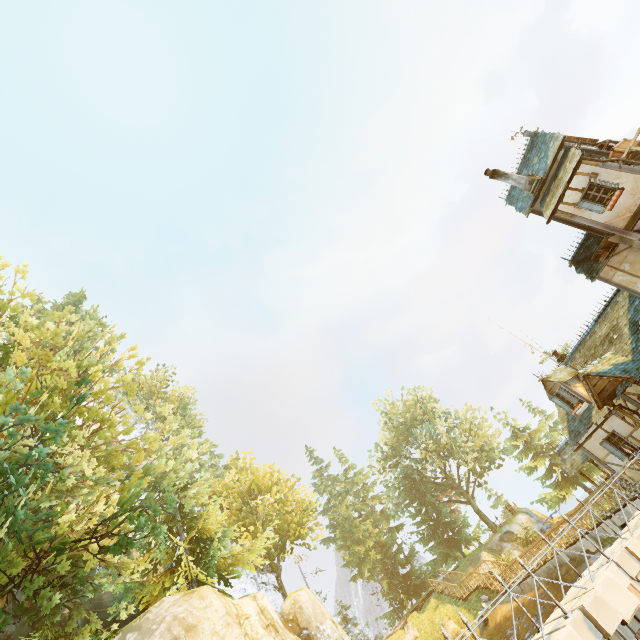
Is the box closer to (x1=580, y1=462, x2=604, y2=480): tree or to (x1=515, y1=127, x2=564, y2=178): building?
(x1=515, y1=127, x2=564, y2=178): building

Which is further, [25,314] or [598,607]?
[25,314]

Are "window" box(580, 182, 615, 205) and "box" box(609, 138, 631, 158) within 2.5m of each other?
yes

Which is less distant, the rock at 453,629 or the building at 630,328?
the building at 630,328

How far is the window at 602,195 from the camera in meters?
13.8 m

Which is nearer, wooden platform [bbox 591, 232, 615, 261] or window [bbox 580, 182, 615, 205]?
window [bbox 580, 182, 615, 205]

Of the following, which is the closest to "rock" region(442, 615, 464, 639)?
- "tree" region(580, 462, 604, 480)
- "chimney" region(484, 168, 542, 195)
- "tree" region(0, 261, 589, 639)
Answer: "tree" region(0, 261, 589, 639)

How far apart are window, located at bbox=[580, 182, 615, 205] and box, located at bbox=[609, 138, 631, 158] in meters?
1.4
